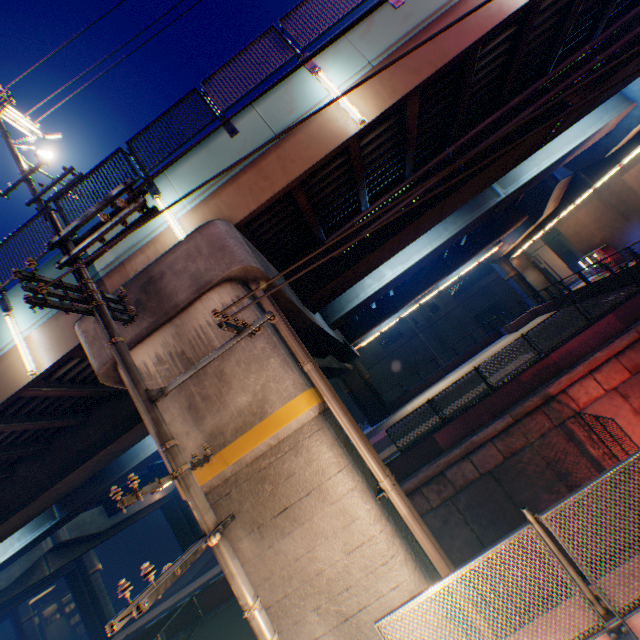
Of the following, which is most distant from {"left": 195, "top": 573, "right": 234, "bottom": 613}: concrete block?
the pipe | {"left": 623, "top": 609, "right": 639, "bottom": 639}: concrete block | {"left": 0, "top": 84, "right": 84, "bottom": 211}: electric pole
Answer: {"left": 0, "top": 84, "right": 84, "bottom": 211}: electric pole

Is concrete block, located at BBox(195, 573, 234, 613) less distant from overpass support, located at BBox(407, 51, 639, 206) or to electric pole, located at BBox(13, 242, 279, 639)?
overpass support, located at BBox(407, 51, 639, 206)

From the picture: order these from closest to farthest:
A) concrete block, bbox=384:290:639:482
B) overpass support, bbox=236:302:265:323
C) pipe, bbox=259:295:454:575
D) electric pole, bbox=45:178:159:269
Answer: electric pole, bbox=45:178:159:269, pipe, bbox=259:295:454:575, overpass support, bbox=236:302:265:323, concrete block, bbox=384:290:639:482

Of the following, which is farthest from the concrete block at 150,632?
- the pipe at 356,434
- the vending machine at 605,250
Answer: the pipe at 356,434

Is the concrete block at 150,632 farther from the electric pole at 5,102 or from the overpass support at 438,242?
the electric pole at 5,102

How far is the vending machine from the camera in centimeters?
2902cm

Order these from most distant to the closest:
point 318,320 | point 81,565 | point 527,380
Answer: point 81,565
point 527,380
point 318,320

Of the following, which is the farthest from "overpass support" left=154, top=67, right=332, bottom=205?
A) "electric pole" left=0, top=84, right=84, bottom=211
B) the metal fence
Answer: "electric pole" left=0, top=84, right=84, bottom=211
